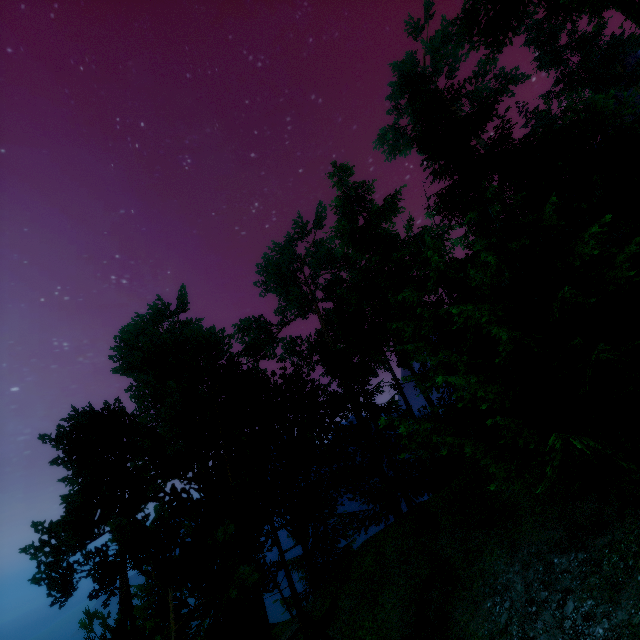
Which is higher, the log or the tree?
the tree

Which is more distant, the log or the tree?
the log

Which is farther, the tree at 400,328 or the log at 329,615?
the log at 329,615

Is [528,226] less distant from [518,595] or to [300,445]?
[518,595]

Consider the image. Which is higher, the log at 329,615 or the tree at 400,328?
the tree at 400,328
